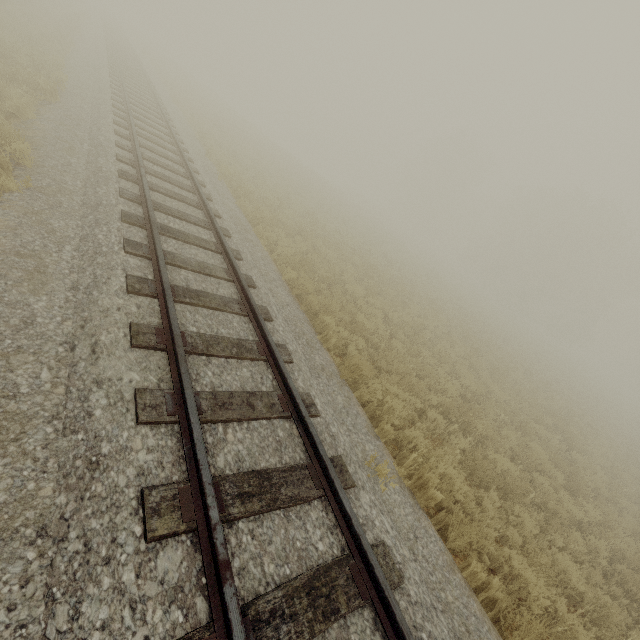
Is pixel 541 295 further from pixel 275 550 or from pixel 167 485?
pixel 167 485
